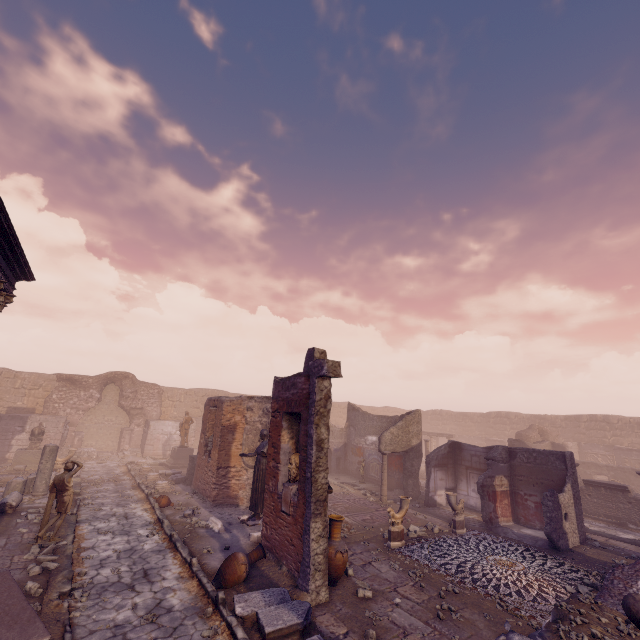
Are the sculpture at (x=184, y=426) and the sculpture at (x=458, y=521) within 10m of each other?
no

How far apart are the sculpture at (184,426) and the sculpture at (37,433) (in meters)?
6.51

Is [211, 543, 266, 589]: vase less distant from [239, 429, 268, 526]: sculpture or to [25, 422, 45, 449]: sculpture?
[239, 429, 268, 526]: sculpture

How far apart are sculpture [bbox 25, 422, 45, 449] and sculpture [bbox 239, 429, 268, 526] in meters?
12.7

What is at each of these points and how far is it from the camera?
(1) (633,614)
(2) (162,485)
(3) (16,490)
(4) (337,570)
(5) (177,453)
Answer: (1) sculpture, 4.1m
(2) column base, 13.9m
(3) building debris, 11.1m
(4) vase, 7.0m
(5) pedestal, 19.7m

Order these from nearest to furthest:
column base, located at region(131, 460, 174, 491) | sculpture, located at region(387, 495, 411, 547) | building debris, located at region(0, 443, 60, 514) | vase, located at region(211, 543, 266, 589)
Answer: vase, located at region(211, 543, 266, 589)
sculpture, located at region(387, 495, 411, 547)
building debris, located at region(0, 443, 60, 514)
column base, located at region(131, 460, 174, 491)

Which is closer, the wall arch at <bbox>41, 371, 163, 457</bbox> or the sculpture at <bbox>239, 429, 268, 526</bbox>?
the sculpture at <bbox>239, 429, 268, 526</bbox>

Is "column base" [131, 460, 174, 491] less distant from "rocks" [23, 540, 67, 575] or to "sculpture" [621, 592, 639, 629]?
"rocks" [23, 540, 67, 575]
